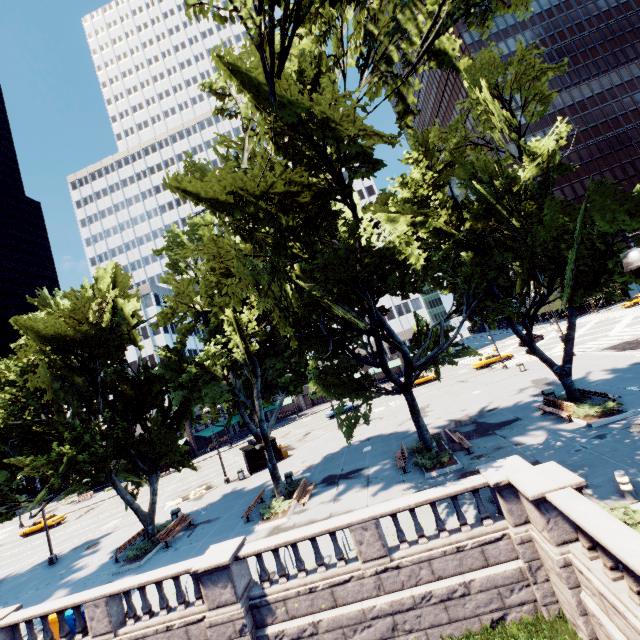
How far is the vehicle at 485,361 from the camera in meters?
42.8

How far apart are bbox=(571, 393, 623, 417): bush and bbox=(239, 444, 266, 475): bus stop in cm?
2398

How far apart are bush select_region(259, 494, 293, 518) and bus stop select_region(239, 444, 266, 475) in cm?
1148

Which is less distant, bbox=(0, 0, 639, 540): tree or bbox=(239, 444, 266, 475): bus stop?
bbox=(0, 0, 639, 540): tree

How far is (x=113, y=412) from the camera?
18.3 meters

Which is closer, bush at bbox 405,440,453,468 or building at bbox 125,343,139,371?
bush at bbox 405,440,453,468

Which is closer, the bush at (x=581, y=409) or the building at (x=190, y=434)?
the bush at (x=581, y=409)

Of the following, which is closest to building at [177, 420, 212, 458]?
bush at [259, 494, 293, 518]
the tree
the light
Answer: the tree
